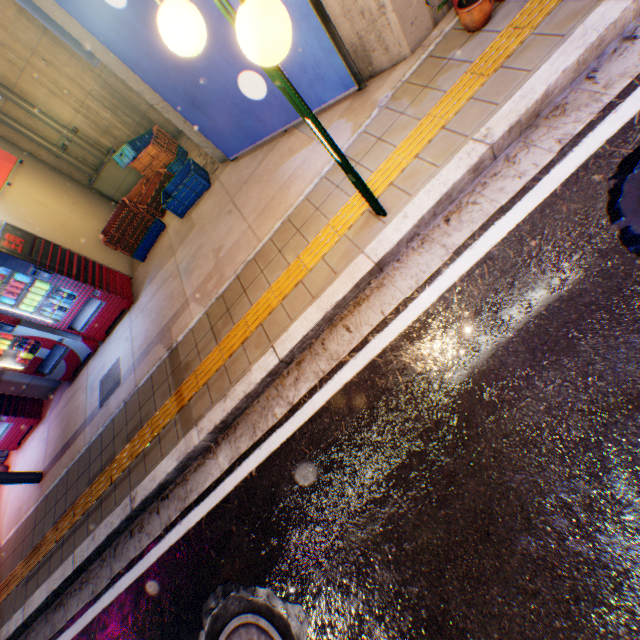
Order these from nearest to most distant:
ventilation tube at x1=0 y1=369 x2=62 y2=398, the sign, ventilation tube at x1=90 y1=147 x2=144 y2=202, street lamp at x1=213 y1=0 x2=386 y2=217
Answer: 1. street lamp at x1=213 y1=0 x2=386 y2=217
2. the sign
3. ventilation tube at x1=0 y1=369 x2=62 y2=398
4. ventilation tube at x1=90 y1=147 x2=144 y2=202

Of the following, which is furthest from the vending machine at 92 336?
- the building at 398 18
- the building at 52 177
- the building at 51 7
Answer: the building at 398 18

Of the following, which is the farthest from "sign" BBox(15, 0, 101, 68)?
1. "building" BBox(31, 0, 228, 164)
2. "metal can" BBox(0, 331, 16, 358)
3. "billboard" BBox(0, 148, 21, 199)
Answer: "metal can" BBox(0, 331, 16, 358)

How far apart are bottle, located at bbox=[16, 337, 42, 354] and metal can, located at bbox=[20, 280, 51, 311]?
0.5m

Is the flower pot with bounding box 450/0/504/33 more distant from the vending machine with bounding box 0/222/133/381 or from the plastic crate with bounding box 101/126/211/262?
the vending machine with bounding box 0/222/133/381

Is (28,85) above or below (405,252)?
above

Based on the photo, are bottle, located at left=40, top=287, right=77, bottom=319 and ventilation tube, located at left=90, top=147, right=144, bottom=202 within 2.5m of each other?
no

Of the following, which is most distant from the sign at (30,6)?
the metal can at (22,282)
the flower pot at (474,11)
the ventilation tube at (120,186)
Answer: the flower pot at (474,11)
